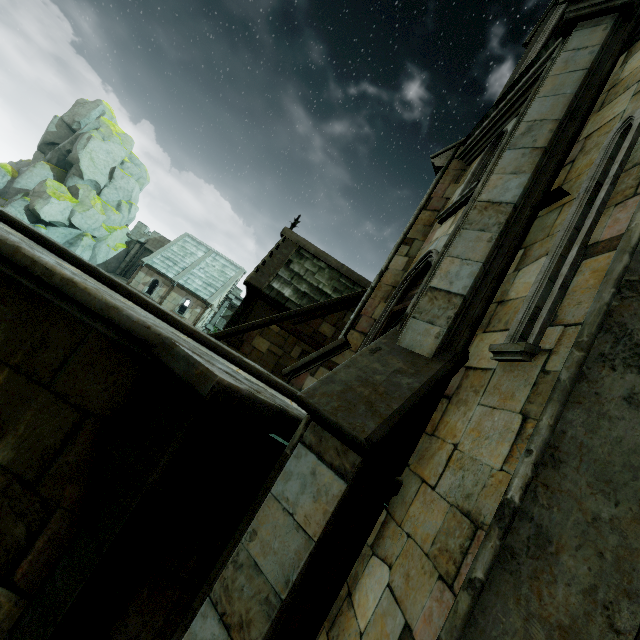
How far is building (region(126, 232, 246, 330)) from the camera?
34.56m

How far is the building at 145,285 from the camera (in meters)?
34.56

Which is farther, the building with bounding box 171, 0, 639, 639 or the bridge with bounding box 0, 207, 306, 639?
the bridge with bounding box 0, 207, 306, 639

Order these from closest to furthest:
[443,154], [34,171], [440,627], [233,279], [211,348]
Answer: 1. [440,627]
2. [211,348]
3. [443,154]
4. [34,171]
5. [233,279]

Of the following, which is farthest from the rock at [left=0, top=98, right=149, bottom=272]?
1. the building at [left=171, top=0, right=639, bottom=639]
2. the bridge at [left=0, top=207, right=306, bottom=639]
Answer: the bridge at [left=0, top=207, right=306, bottom=639]

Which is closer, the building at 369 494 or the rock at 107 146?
the building at 369 494

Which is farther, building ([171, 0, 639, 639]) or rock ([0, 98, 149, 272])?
rock ([0, 98, 149, 272])
